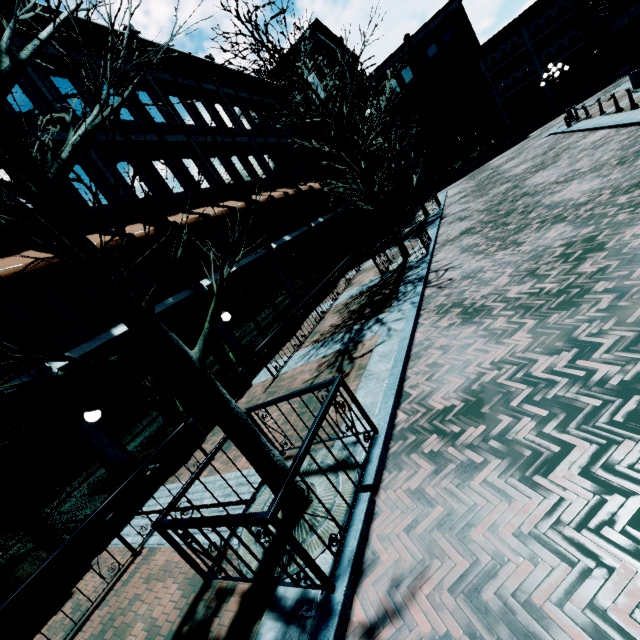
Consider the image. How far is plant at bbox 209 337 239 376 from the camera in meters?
10.0

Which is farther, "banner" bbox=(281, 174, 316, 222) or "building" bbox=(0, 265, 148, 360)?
"banner" bbox=(281, 174, 316, 222)

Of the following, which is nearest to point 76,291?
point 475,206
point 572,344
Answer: point 572,344

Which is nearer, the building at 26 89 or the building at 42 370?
the building at 42 370

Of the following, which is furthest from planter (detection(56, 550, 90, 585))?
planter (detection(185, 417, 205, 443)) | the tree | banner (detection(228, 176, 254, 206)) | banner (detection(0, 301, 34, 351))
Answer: banner (detection(228, 176, 254, 206))

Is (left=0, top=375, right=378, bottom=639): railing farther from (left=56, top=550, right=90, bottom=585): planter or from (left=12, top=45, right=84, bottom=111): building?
(left=12, top=45, right=84, bottom=111): building

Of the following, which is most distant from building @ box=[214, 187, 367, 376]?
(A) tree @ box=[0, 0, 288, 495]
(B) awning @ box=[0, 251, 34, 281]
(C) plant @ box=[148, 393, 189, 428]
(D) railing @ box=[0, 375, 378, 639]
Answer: (D) railing @ box=[0, 375, 378, 639]

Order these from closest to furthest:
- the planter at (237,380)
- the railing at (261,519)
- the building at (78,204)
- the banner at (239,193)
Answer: the railing at (261,519), the building at (78,204), the planter at (237,380), the banner at (239,193)
